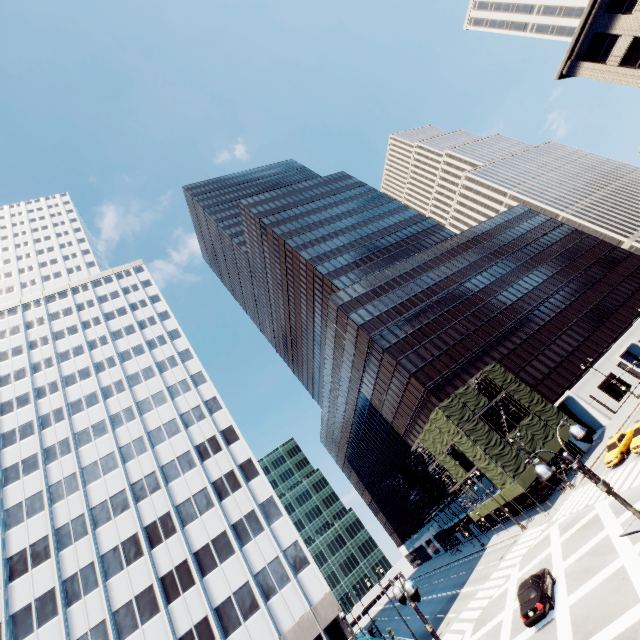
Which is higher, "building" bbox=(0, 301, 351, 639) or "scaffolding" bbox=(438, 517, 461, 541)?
"building" bbox=(0, 301, 351, 639)

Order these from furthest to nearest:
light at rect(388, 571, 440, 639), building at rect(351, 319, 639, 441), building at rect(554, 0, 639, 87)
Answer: building at rect(351, 319, 639, 441)
building at rect(554, 0, 639, 87)
light at rect(388, 571, 440, 639)

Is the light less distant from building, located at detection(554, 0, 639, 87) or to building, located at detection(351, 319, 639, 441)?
building, located at detection(351, 319, 639, 441)

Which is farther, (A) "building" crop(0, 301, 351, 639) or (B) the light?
(A) "building" crop(0, 301, 351, 639)

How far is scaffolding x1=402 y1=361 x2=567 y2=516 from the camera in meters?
39.2

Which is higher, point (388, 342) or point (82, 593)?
point (388, 342)

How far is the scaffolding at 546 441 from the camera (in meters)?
39.16

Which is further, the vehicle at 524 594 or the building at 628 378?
the building at 628 378
